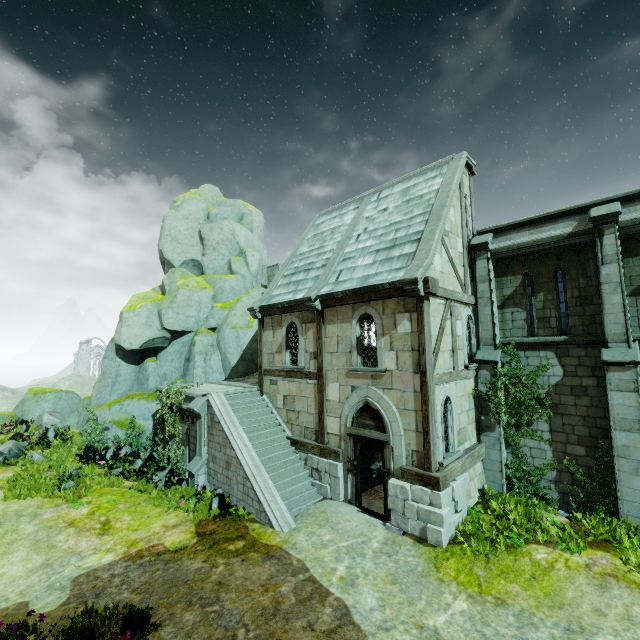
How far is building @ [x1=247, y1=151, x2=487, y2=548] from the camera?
9.6m

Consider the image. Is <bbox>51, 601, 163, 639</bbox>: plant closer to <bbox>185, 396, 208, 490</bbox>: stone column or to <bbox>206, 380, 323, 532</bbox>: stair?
<bbox>206, 380, 323, 532</bbox>: stair

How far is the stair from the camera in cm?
1070

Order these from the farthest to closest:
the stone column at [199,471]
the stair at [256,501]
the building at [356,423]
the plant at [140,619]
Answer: the stone column at [199,471] < the stair at [256,501] < the building at [356,423] < the plant at [140,619]

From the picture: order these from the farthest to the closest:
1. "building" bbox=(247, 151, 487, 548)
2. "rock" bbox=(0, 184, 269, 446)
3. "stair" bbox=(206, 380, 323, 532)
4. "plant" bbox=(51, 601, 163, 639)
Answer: "rock" bbox=(0, 184, 269, 446) < "stair" bbox=(206, 380, 323, 532) < "building" bbox=(247, 151, 487, 548) < "plant" bbox=(51, 601, 163, 639)

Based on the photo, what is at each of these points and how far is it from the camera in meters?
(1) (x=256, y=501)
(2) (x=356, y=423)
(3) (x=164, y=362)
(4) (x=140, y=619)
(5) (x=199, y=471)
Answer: (1) stair, 10.7 m
(2) building, 11.3 m
(3) rock, 20.1 m
(4) plant, 6.4 m
(5) stone column, 12.9 m

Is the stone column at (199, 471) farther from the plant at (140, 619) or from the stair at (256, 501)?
the plant at (140, 619)
